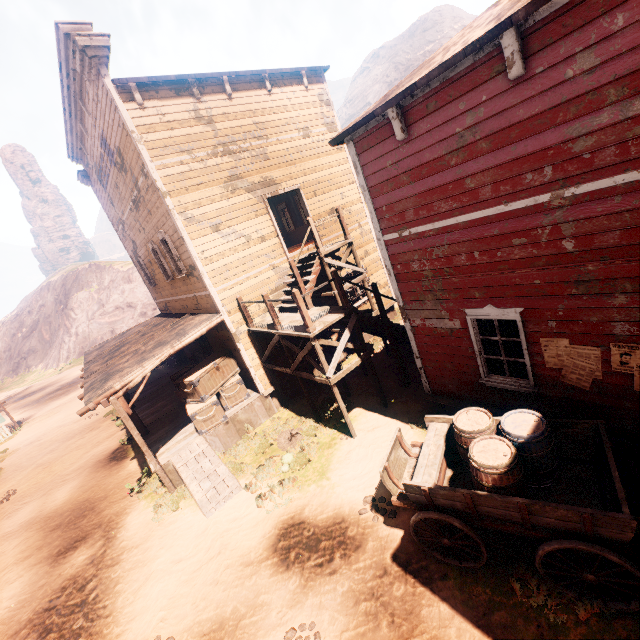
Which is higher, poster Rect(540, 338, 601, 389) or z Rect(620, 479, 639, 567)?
poster Rect(540, 338, 601, 389)

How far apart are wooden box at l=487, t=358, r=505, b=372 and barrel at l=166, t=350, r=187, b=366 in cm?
1723

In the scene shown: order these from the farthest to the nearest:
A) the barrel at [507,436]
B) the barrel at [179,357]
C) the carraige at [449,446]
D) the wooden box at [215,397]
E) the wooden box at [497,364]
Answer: the barrel at [179,357] → the wooden box at [215,397] → the wooden box at [497,364] → the barrel at [507,436] → the carraige at [449,446]

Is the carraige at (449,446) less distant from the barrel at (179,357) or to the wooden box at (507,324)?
the wooden box at (507,324)

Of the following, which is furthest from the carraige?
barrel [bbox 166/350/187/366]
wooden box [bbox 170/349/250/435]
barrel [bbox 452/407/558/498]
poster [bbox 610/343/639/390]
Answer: barrel [bbox 166/350/187/366]

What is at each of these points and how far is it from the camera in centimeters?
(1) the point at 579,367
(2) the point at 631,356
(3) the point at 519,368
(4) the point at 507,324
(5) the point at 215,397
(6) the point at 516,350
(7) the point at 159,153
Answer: (1) poster, 506cm
(2) poster, 449cm
(3) wooden box, 622cm
(4) wooden box, 612cm
(5) wooden box, 1056cm
(6) wooden box, 617cm
(7) building, 941cm

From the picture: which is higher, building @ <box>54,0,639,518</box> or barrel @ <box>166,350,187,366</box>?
barrel @ <box>166,350,187,366</box>

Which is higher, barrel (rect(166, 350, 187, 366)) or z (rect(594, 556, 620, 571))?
barrel (rect(166, 350, 187, 366))
